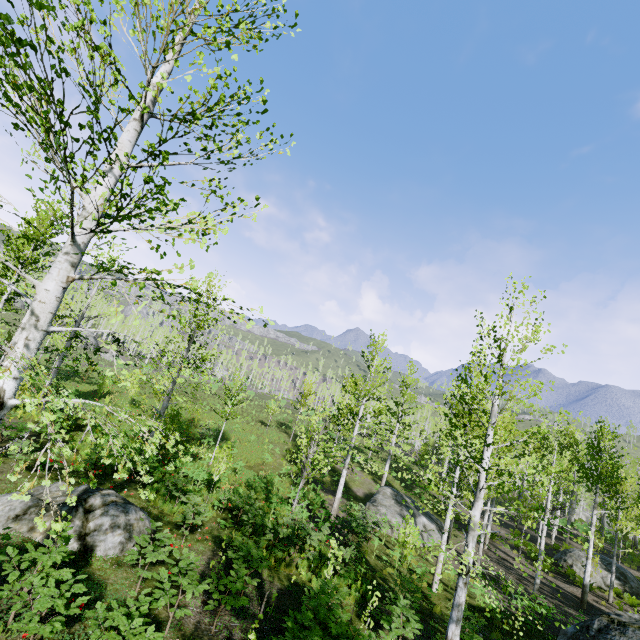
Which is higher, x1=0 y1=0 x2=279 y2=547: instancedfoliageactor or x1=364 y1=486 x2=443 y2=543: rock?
x1=0 y1=0 x2=279 y2=547: instancedfoliageactor

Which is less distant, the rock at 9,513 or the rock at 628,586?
the rock at 9,513

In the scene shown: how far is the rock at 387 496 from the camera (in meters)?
20.98

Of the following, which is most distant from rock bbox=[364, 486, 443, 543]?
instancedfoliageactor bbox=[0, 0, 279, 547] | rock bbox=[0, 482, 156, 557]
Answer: rock bbox=[0, 482, 156, 557]

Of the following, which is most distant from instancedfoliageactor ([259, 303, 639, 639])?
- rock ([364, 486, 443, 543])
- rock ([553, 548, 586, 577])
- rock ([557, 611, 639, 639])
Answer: rock ([553, 548, 586, 577])

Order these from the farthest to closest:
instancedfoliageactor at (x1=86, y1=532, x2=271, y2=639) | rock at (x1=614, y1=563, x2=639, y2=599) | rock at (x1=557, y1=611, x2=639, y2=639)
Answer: rock at (x1=614, y1=563, x2=639, y2=599) → rock at (x1=557, y1=611, x2=639, y2=639) → instancedfoliageactor at (x1=86, y1=532, x2=271, y2=639)

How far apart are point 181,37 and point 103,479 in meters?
13.2

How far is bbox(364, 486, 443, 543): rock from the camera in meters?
21.0
